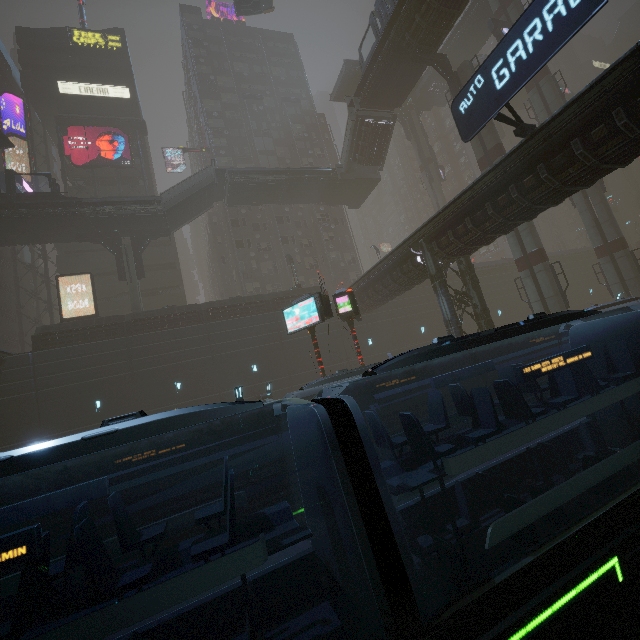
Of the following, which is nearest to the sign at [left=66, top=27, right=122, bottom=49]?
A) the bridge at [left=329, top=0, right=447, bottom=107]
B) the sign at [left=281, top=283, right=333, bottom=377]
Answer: the bridge at [left=329, top=0, right=447, bottom=107]

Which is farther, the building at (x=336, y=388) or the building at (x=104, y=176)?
the building at (x=104, y=176)

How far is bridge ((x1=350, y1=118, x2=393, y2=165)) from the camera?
32.19m

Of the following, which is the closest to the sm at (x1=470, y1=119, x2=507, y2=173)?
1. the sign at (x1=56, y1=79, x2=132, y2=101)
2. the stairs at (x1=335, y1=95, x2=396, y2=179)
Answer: the stairs at (x1=335, y1=95, x2=396, y2=179)

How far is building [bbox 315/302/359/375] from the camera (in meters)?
30.22

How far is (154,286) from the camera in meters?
37.8 m

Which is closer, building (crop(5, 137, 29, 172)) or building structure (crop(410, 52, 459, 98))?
building structure (crop(410, 52, 459, 98))

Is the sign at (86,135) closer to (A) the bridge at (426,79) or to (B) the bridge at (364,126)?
(B) the bridge at (364,126)
